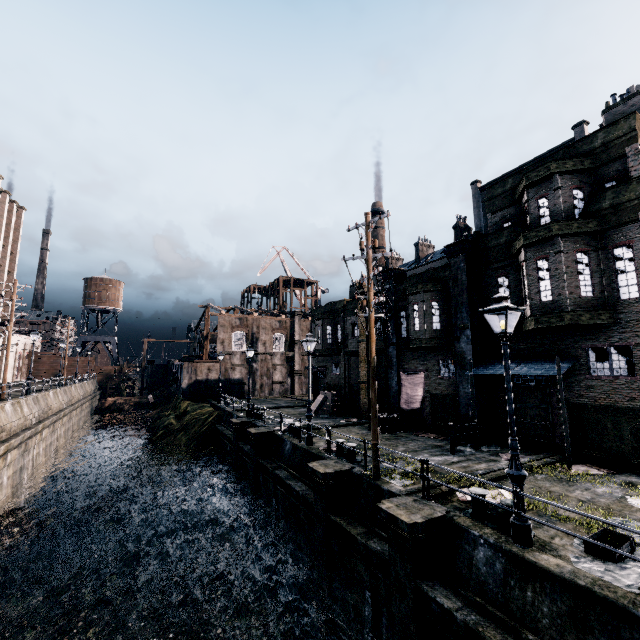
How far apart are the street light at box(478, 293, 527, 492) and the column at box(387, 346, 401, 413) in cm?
1486

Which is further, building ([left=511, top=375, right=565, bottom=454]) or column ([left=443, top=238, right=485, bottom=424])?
column ([left=443, top=238, right=485, bottom=424])

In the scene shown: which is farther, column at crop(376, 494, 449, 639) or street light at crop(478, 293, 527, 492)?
column at crop(376, 494, 449, 639)

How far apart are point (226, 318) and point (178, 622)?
34.5m

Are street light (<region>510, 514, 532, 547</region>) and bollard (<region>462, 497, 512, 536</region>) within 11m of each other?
yes

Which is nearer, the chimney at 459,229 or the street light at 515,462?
the street light at 515,462

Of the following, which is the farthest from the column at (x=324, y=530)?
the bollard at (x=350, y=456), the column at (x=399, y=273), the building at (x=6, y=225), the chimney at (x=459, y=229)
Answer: the chimney at (x=459, y=229)

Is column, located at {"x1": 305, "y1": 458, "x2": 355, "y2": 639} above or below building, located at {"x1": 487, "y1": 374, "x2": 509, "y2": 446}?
below
